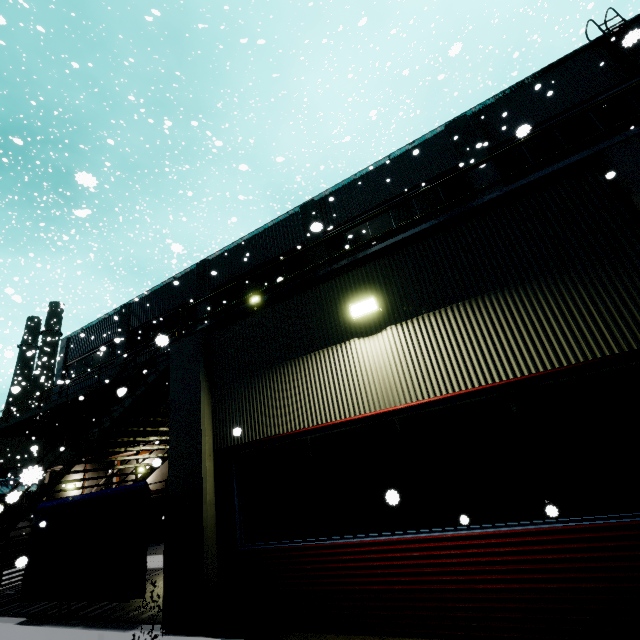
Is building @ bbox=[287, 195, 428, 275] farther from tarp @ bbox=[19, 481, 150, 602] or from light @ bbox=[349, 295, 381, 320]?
tarp @ bbox=[19, 481, 150, 602]

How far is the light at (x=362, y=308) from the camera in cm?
505

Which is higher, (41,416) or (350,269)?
(41,416)

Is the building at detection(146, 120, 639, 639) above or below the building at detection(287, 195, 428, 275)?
below

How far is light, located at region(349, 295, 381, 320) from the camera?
5.1 meters

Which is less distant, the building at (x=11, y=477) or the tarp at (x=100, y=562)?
the tarp at (x=100, y=562)

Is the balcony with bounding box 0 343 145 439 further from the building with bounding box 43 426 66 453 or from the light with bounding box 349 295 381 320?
the light with bounding box 349 295 381 320

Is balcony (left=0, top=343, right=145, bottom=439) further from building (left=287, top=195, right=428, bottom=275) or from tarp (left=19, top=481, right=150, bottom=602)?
tarp (left=19, top=481, right=150, bottom=602)
